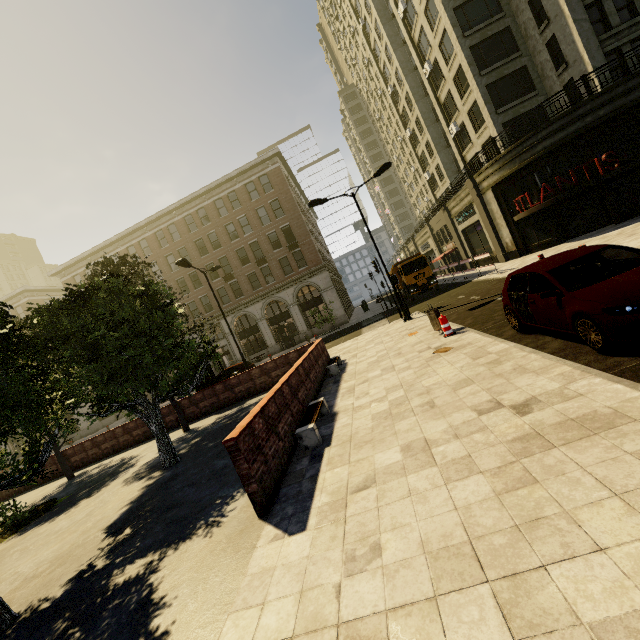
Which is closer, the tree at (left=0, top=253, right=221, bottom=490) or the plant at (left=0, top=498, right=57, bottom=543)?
the tree at (left=0, top=253, right=221, bottom=490)

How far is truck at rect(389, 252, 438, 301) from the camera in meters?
25.4 m

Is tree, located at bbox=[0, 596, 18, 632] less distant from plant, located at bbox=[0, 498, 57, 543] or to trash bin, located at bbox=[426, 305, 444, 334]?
plant, located at bbox=[0, 498, 57, 543]

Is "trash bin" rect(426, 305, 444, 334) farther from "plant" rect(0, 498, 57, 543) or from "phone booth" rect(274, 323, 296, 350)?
"phone booth" rect(274, 323, 296, 350)

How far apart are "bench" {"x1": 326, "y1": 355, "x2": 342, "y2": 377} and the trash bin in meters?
3.6

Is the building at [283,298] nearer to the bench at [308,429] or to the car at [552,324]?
the car at [552,324]

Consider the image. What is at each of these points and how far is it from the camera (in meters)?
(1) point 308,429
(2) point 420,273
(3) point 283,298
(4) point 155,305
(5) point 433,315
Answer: (1) bench, 6.28
(2) truck, 25.42
(3) building, 35.62
(4) tree, 9.94
(5) trash bin, 10.77

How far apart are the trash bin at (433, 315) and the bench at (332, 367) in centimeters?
364cm
